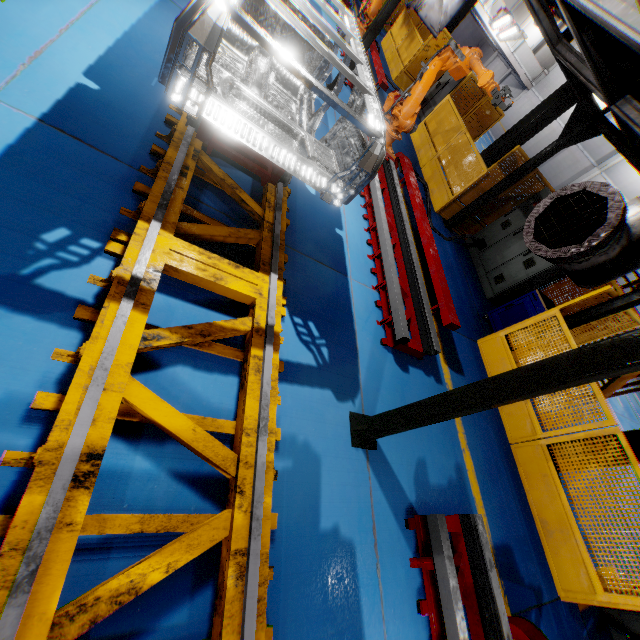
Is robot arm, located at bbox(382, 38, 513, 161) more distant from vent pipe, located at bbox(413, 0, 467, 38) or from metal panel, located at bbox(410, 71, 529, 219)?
metal panel, located at bbox(410, 71, 529, 219)

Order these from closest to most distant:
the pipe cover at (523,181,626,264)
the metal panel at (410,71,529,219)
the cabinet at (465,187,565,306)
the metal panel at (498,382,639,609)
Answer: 1. the pipe cover at (523,181,626,264)
2. the metal panel at (498,382,639,609)
3. the cabinet at (465,187,565,306)
4. the metal panel at (410,71,529,219)

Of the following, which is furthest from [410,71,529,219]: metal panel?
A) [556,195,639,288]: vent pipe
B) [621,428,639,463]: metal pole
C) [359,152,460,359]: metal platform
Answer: [556,195,639,288]: vent pipe

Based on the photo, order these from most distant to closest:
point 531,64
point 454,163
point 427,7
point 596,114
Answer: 1. point 531,64
2. point 454,163
3. point 596,114
4. point 427,7

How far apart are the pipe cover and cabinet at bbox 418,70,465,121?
11.7m

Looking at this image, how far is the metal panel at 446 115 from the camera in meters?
8.0

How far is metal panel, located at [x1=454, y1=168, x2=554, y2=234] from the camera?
8.0 meters

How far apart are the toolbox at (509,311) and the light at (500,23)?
27.2m
